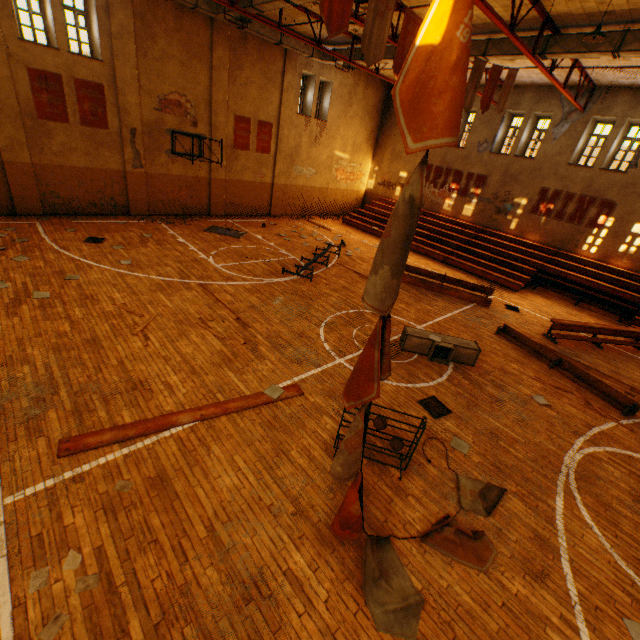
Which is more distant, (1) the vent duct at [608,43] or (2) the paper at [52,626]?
(1) the vent duct at [608,43]

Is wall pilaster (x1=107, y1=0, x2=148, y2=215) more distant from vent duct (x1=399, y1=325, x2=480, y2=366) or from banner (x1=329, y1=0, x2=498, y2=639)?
banner (x1=329, y1=0, x2=498, y2=639)

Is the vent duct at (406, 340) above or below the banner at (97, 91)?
below

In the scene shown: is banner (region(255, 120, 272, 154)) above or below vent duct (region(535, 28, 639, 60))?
below

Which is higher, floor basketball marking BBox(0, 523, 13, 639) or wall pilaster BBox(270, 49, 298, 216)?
wall pilaster BBox(270, 49, 298, 216)

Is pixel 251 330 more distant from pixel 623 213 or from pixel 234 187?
pixel 623 213

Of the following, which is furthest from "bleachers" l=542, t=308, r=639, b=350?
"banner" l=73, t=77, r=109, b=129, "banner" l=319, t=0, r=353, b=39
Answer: "banner" l=73, t=77, r=109, b=129

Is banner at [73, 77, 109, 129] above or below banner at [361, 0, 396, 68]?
below
